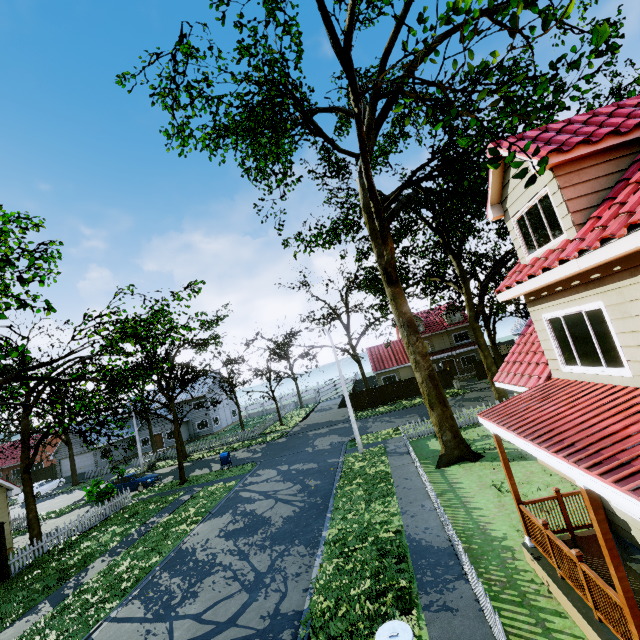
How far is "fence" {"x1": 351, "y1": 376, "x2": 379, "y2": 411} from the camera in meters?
36.1

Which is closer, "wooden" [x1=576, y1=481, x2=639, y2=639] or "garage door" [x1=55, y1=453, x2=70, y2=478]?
"wooden" [x1=576, y1=481, x2=639, y2=639]

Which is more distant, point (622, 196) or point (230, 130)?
point (230, 130)

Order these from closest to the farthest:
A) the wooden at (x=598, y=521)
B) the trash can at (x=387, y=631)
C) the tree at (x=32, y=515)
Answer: the wooden at (x=598, y=521)
the trash can at (x=387, y=631)
the tree at (x=32, y=515)

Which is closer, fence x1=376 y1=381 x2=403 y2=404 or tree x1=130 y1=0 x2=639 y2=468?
tree x1=130 y1=0 x2=639 y2=468

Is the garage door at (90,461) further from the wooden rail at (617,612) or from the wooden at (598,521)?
the wooden at (598,521)

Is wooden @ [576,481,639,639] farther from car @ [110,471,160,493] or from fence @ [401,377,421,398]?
car @ [110,471,160,493]
